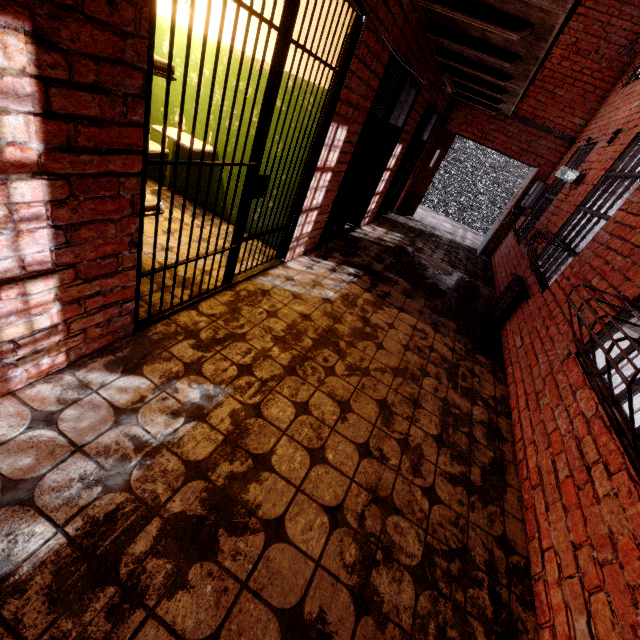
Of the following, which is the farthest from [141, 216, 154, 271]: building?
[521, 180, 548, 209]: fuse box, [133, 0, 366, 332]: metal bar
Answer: [521, 180, 548, 209]: fuse box

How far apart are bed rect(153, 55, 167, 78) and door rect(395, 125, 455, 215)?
6.9m

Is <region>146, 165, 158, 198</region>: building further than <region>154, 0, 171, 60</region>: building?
Yes

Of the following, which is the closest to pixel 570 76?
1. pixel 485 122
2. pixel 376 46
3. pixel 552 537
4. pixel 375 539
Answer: pixel 485 122

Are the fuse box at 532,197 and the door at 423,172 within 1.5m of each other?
no

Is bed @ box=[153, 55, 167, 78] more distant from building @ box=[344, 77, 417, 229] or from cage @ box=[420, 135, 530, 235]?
cage @ box=[420, 135, 530, 235]

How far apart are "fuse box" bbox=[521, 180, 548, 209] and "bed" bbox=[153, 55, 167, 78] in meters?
7.8

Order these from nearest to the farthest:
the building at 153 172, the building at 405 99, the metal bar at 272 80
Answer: the metal bar at 272 80, the building at 153 172, the building at 405 99
